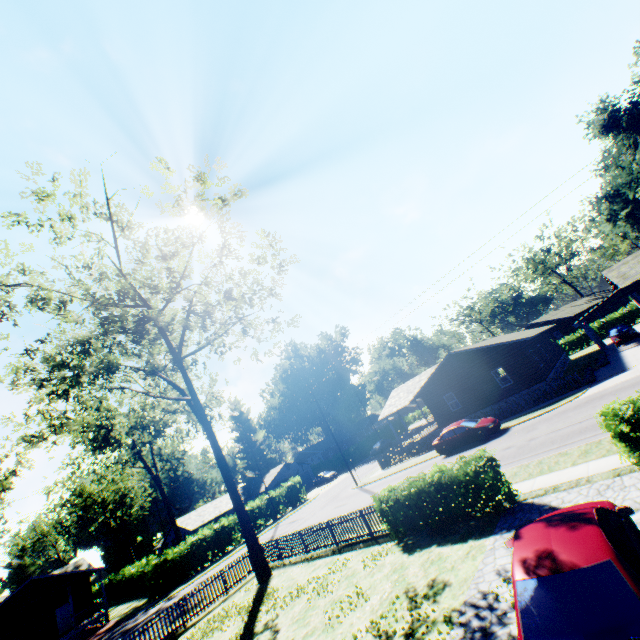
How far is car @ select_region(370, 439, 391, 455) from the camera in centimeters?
4991cm

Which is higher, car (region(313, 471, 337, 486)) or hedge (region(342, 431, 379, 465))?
hedge (region(342, 431, 379, 465))

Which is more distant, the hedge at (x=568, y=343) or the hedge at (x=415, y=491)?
the hedge at (x=568, y=343)

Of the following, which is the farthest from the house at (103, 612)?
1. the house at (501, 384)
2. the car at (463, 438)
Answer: the car at (463, 438)

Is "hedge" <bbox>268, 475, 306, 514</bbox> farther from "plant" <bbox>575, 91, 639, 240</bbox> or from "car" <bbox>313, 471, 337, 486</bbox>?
"plant" <bbox>575, 91, 639, 240</bbox>

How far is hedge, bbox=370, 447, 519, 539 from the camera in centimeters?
1056cm

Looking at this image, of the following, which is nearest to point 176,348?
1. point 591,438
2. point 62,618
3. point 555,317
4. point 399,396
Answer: point 591,438

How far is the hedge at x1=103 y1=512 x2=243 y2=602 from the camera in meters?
29.3
